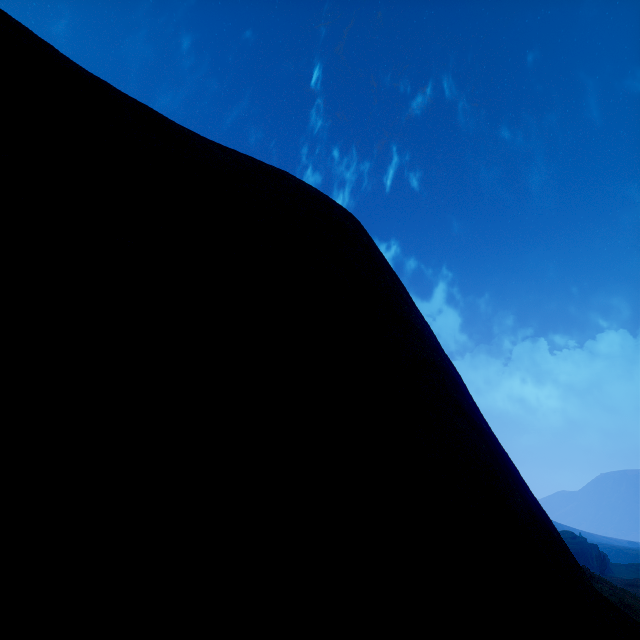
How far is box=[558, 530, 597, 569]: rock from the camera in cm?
5222

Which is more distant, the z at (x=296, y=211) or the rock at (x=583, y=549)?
the rock at (x=583, y=549)

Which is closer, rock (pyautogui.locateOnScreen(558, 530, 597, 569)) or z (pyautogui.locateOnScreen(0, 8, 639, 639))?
z (pyautogui.locateOnScreen(0, 8, 639, 639))

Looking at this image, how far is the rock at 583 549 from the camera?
52.22m

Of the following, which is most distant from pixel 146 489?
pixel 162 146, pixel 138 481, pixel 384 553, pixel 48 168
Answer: pixel 162 146
